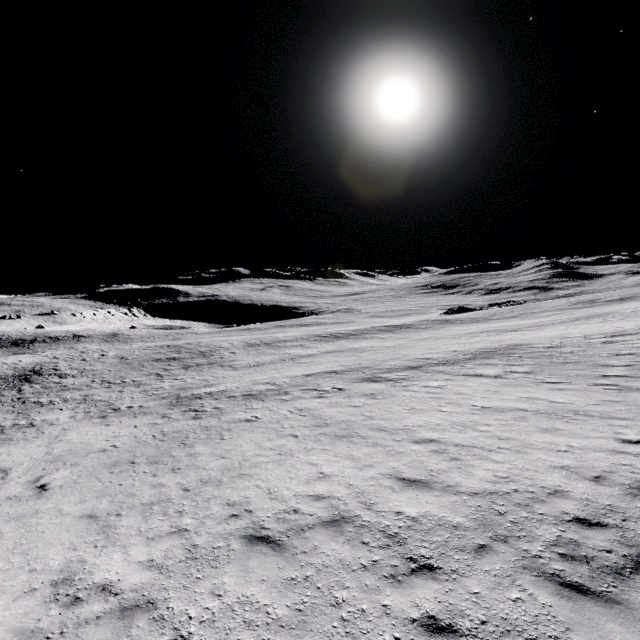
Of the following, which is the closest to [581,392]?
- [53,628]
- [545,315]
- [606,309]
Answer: [53,628]
